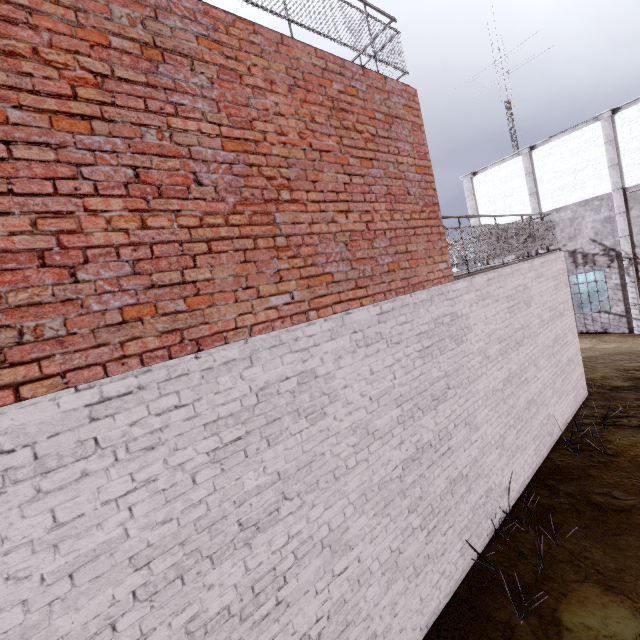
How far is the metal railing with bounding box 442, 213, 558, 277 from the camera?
5.6 meters

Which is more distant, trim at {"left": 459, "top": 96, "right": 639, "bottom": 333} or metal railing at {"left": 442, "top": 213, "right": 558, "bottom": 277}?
trim at {"left": 459, "top": 96, "right": 639, "bottom": 333}

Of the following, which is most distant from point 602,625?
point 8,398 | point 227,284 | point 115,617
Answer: point 8,398

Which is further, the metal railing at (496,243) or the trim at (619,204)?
the trim at (619,204)

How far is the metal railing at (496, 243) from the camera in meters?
5.6
